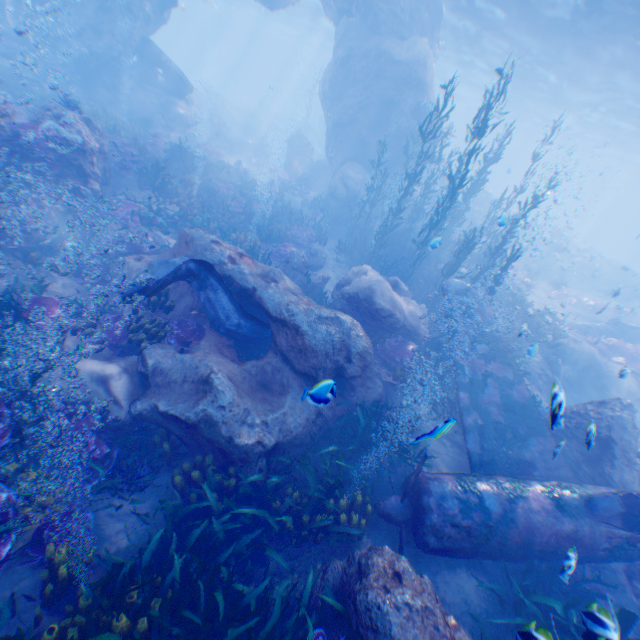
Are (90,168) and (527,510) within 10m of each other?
no

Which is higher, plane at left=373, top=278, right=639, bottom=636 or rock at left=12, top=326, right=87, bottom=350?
plane at left=373, top=278, right=639, bottom=636

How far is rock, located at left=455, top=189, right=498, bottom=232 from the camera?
25.6m

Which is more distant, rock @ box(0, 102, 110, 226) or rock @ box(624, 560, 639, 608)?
rock @ box(0, 102, 110, 226)

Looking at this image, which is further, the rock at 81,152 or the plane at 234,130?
the plane at 234,130

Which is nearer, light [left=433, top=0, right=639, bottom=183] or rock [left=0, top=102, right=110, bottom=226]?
rock [left=0, top=102, right=110, bottom=226]

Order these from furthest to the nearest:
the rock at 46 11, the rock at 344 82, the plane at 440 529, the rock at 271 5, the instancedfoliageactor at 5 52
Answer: the rock at 271 5 < the rock at 344 82 < the rock at 46 11 < the instancedfoliageactor at 5 52 < the plane at 440 529

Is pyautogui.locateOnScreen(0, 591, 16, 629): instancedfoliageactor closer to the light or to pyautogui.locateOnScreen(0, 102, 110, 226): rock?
pyautogui.locateOnScreen(0, 102, 110, 226): rock
